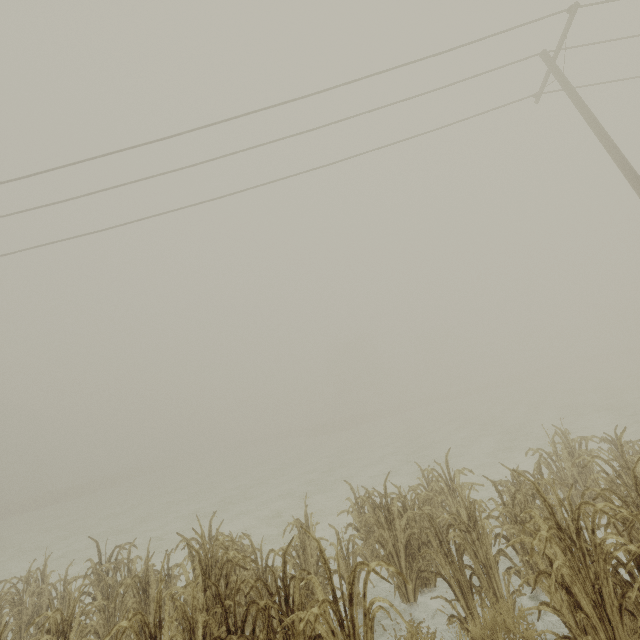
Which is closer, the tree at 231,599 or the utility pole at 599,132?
the tree at 231,599

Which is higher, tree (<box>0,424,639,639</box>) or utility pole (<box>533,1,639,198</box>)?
utility pole (<box>533,1,639,198</box>)

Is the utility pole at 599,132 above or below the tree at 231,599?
above

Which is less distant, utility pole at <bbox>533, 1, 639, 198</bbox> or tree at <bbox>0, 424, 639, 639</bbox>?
tree at <bbox>0, 424, 639, 639</bbox>

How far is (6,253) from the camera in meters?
11.1 m
